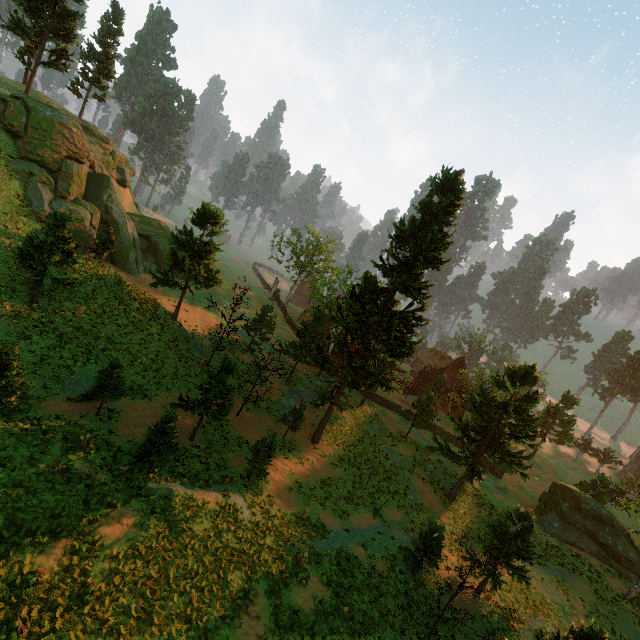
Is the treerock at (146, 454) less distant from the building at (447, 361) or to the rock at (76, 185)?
the building at (447, 361)

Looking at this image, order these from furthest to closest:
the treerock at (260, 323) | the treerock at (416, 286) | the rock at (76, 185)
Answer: the treerock at (260, 323), the rock at (76, 185), the treerock at (416, 286)

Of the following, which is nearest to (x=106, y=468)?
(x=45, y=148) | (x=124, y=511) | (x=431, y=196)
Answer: (x=124, y=511)

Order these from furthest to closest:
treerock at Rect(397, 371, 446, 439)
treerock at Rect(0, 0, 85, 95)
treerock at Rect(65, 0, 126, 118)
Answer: treerock at Rect(65, 0, 126, 118) < treerock at Rect(397, 371, 446, 439) < treerock at Rect(0, 0, 85, 95)

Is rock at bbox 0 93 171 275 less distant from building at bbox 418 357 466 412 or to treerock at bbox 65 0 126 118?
treerock at bbox 65 0 126 118

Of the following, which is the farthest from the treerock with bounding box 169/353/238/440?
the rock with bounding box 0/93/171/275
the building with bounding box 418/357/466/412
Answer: the rock with bounding box 0/93/171/275

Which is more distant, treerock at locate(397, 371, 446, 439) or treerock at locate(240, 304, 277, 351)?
treerock at locate(240, 304, 277, 351)
